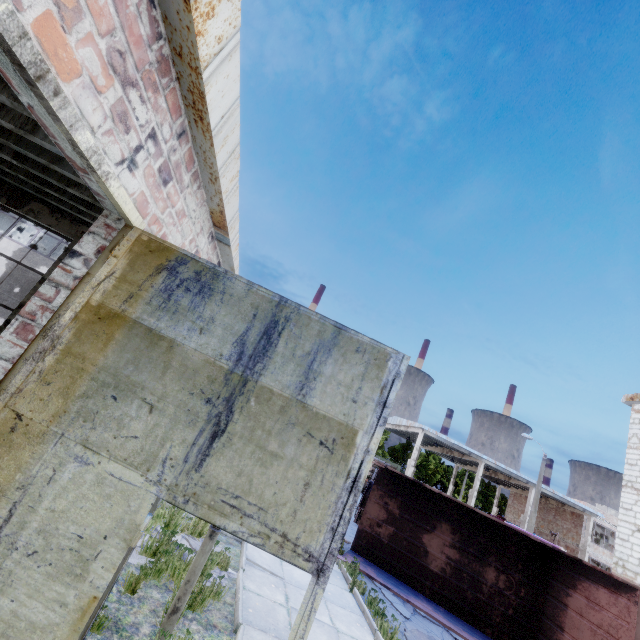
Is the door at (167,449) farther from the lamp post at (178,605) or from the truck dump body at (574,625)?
the truck dump body at (574,625)

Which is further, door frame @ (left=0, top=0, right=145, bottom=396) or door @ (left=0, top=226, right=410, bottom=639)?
door @ (left=0, top=226, right=410, bottom=639)

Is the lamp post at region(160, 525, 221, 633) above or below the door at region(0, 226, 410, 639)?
below

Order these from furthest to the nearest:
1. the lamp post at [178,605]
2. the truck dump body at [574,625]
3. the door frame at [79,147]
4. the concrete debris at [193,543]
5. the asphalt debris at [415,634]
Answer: the truck dump body at [574,625], the asphalt debris at [415,634], the concrete debris at [193,543], the lamp post at [178,605], the door frame at [79,147]

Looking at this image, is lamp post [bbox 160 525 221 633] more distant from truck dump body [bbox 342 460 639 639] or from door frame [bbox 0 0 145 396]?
truck dump body [bbox 342 460 639 639]

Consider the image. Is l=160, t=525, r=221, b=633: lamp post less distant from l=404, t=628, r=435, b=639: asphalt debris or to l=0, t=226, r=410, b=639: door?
l=0, t=226, r=410, b=639: door

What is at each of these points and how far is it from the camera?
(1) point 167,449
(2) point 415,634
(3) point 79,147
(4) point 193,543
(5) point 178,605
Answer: (1) door, 2.38m
(2) asphalt debris, 7.41m
(3) door frame, 2.02m
(4) concrete debris, 6.30m
(5) lamp post, 4.16m

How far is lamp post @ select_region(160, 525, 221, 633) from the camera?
4.1m
